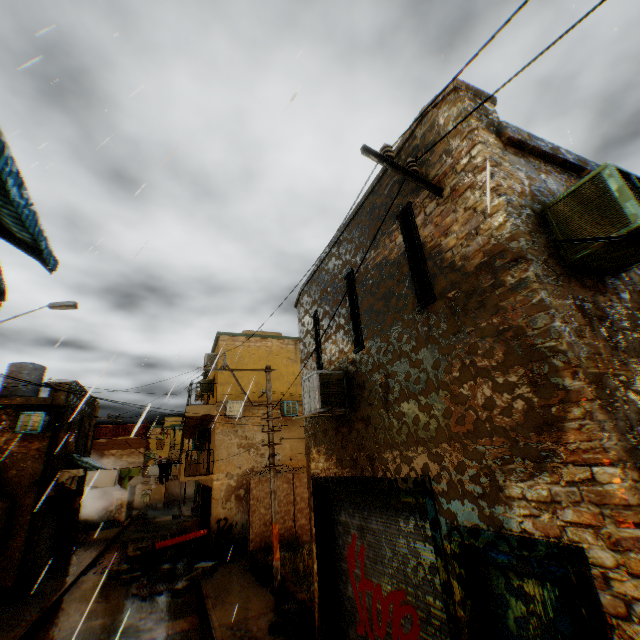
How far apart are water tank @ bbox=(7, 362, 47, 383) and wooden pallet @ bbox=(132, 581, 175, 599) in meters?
11.9

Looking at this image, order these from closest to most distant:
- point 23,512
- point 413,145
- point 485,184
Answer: A:
1. point 485,184
2. point 413,145
3. point 23,512

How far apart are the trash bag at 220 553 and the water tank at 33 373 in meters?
12.4 m

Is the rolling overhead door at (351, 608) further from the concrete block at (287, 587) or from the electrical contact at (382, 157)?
the electrical contact at (382, 157)

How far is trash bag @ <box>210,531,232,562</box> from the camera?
14.1m

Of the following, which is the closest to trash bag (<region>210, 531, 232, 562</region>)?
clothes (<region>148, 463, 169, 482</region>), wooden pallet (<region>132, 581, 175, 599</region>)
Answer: wooden pallet (<region>132, 581, 175, 599</region>)

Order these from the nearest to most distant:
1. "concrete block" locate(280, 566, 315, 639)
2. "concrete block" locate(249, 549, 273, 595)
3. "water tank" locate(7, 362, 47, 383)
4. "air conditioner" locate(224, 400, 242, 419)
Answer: "concrete block" locate(280, 566, 315, 639) < "concrete block" locate(249, 549, 273, 595) < "air conditioner" locate(224, 400, 242, 419) < "water tank" locate(7, 362, 47, 383)

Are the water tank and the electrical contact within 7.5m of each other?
no
